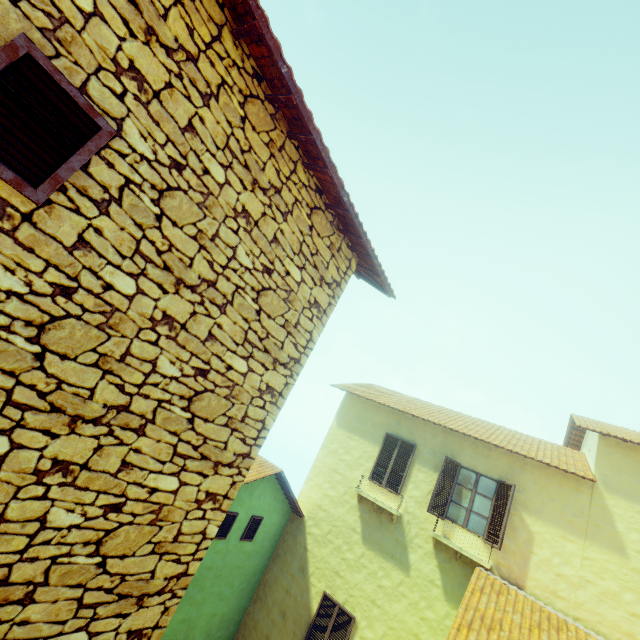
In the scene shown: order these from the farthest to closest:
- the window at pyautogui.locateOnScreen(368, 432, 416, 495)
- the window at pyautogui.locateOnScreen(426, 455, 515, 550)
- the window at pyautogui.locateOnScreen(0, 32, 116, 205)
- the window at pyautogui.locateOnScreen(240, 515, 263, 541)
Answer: the window at pyautogui.locateOnScreen(368, 432, 416, 495), the window at pyautogui.locateOnScreen(240, 515, 263, 541), the window at pyautogui.locateOnScreen(426, 455, 515, 550), the window at pyautogui.locateOnScreen(0, 32, 116, 205)

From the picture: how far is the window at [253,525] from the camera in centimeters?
951cm

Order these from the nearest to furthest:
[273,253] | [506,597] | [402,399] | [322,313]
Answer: [273,253] → [322,313] → [506,597] → [402,399]

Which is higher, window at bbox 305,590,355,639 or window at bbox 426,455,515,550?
window at bbox 426,455,515,550

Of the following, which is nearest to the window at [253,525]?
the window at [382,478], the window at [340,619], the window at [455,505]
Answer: the window at [340,619]

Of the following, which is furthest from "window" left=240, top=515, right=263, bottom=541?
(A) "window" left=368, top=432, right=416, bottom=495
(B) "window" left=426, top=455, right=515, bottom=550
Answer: (B) "window" left=426, top=455, right=515, bottom=550

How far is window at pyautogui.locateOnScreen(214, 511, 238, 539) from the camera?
8.71m
